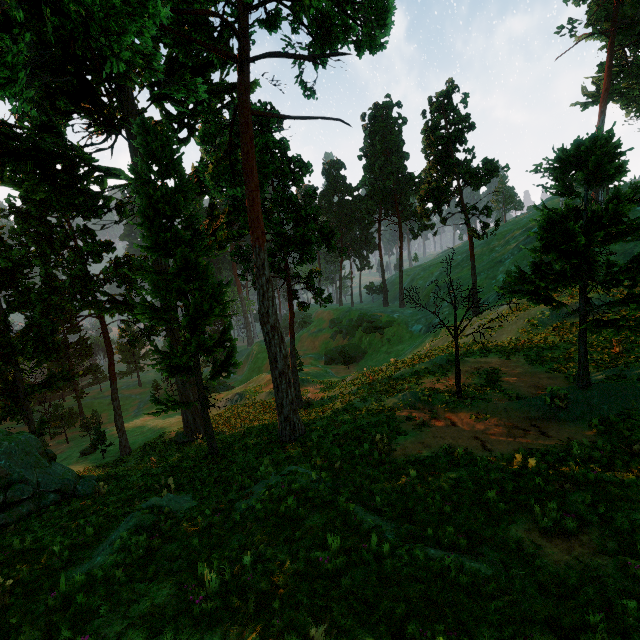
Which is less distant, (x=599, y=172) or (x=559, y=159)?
(x=599, y=172)

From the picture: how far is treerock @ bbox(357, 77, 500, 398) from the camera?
30.5m

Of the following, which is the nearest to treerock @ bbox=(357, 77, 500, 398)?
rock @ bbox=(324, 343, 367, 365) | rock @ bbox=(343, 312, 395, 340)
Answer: rock @ bbox=(343, 312, 395, 340)

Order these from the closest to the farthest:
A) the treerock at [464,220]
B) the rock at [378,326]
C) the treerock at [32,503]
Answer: the treerock at [32,503] < the treerock at [464,220] < the rock at [378,326]

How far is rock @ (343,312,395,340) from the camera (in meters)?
52.97

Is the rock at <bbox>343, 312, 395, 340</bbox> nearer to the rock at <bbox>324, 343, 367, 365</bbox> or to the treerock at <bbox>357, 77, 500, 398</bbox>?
the rock at <bbox>324, 343, 367, 365</bbox>

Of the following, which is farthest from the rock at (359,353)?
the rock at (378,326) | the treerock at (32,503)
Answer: the treerock at (32,503)

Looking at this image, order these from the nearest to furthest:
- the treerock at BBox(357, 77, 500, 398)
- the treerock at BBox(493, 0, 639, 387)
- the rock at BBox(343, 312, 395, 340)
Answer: the treerock at BBox(493, 0, 639, 387) → the treerock at BBox(357, 77, 500, 398) → the rock at BBox(343, 312, 395, 340)
